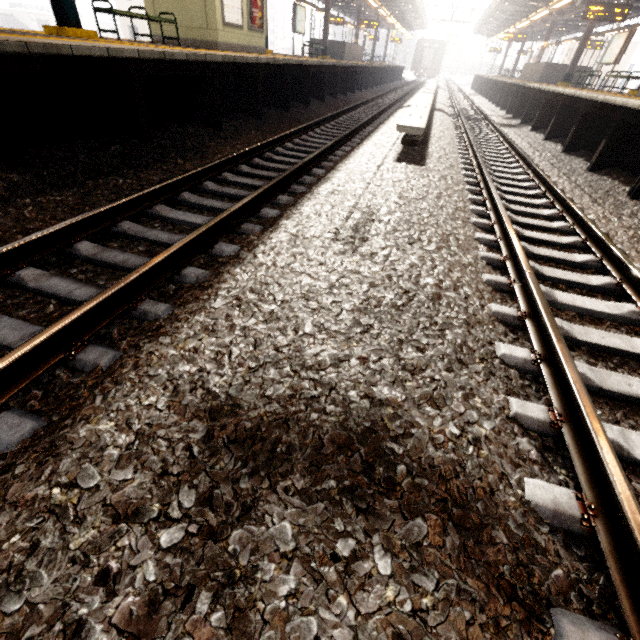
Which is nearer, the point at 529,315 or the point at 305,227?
the point at 529,315

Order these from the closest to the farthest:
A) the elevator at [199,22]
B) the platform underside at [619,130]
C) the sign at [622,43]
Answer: the platform underside at [619,130] < the elevator at [199,22] < the sign at [622,43]

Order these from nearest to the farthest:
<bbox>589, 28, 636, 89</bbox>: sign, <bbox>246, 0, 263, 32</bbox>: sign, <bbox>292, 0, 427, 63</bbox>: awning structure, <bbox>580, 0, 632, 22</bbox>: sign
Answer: <bbox>246, 0, 263, 32</bbox>: sign, <bbox>580, 0, 632, 22</bbox>: sign, <bbox>589, 28, 636, 89</bbox>: sign, <bbox>292, 0, 427, 63</bbox>: awning structure

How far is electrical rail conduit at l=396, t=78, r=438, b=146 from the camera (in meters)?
5.84

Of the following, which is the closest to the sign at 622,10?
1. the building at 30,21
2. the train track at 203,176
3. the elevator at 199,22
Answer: the train track at 203,176

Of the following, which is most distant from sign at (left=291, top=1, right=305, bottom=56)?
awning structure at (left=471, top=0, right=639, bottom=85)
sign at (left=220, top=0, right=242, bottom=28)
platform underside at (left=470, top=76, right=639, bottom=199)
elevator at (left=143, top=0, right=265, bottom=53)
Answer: platform underside at (left=470, top=76, right=639, bottom=199)

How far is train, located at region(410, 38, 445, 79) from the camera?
44.66m

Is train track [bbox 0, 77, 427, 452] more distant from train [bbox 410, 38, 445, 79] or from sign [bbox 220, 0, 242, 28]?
train [bbox 410, 38, 445, 79]
